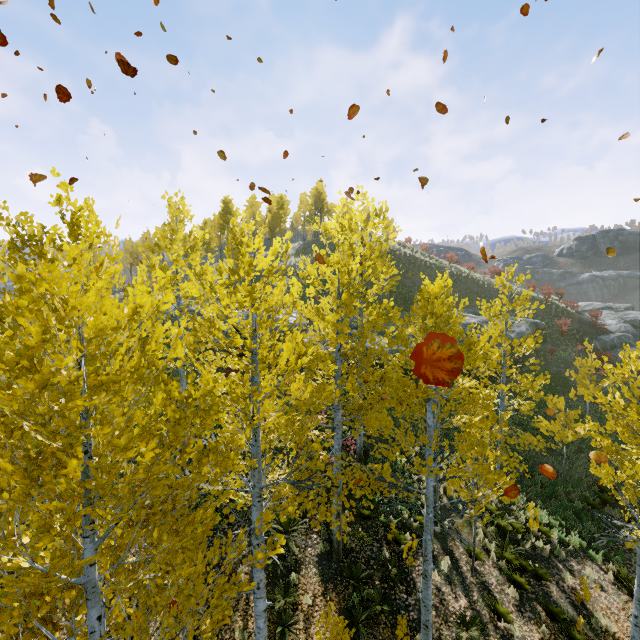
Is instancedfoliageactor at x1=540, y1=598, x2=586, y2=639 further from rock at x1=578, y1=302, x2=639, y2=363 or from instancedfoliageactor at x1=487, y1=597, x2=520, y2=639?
rock at x1=578, y1=302, x2=639, y2=363

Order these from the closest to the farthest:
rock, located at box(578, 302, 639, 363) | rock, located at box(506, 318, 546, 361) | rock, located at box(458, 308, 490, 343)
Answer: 1. rock, located at box(458, 308, 490, 343)
2. rock, located at box(506, 318, 546, 361)
3. rock, located at box(578, 302, 639, 363)

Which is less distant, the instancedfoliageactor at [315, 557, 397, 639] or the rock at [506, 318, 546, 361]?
the instancedfoliageactor at [315, 557, 397, 639]

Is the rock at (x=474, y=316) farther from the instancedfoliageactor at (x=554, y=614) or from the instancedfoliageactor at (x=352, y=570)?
the instancedfoliageactor at (x=554, y=614)

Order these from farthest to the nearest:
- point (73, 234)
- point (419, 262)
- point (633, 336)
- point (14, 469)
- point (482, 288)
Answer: point (419, 262)
point (482, 288)
point (633, 336)
point (73, 234)
point (14, 469)

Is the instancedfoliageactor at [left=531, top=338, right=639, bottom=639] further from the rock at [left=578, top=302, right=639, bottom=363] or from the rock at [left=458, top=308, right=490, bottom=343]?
the rock at [left=578, top=302, right=639, bottom=363]

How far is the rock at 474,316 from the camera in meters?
23.1 m
